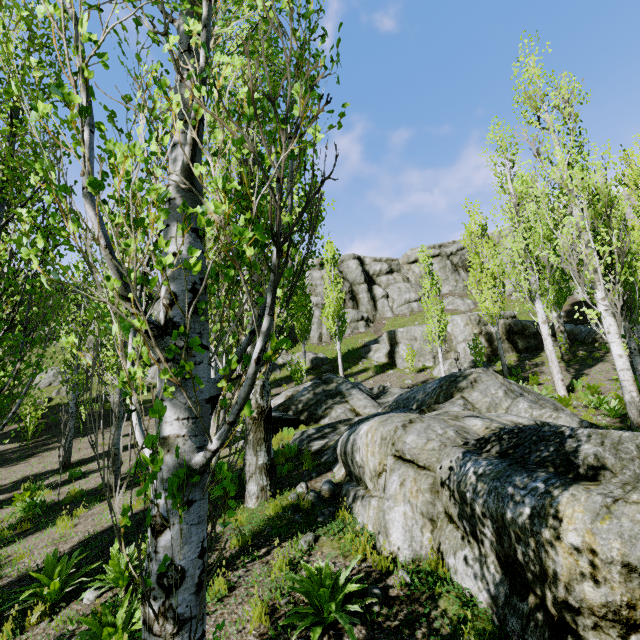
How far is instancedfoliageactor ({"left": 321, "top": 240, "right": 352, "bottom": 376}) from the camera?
21.2m

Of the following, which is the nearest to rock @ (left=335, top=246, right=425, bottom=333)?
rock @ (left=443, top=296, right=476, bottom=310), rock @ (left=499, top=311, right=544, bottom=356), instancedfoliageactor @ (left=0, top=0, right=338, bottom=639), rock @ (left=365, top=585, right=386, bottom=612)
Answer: instancedfoliageactor @ (left=0, top=0, right=338, bottom=639)

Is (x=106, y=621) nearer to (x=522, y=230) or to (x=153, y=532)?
(x=153, y=532)

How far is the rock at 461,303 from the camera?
34.3m

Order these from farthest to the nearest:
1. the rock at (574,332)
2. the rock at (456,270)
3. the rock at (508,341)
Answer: the rock at (456,270) < the rock at (508,341) < the rock at (574,332)

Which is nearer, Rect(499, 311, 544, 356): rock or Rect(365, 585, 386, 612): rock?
Rect(365, 585, 386, 612): rock

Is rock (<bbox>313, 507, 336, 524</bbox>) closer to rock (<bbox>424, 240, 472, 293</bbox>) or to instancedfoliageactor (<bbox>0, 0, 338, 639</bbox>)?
instancedfoliageactor (<bbox>0, 0, 338, 639</bbox>)

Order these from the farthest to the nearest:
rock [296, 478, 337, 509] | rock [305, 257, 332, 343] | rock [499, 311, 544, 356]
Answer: rock [305, 257, 332, 343], rock [499, 311, 544, 356], rock [296, 478, 337, 509]
